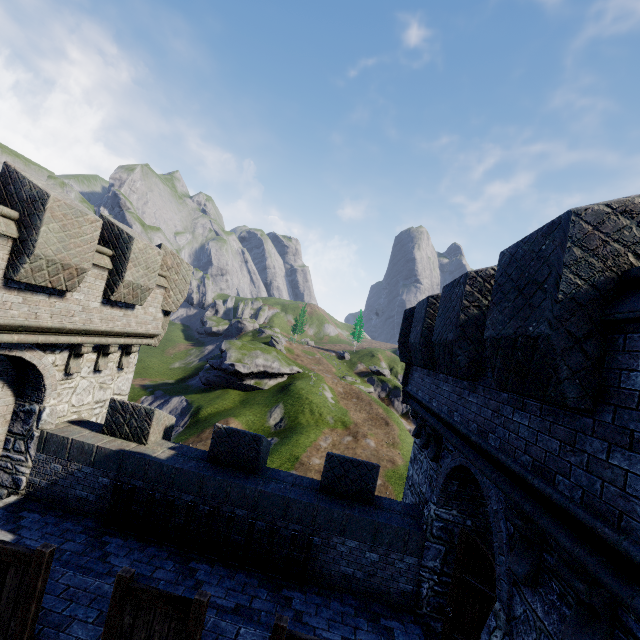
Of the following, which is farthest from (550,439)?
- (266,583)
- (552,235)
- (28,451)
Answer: (28,451)
